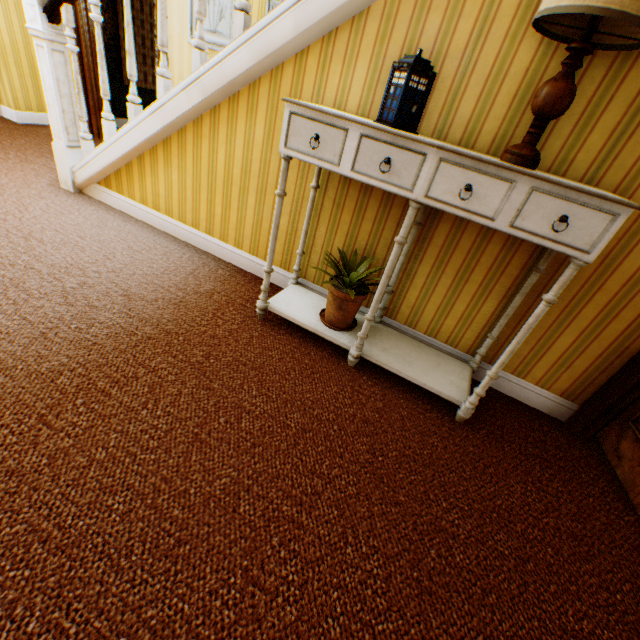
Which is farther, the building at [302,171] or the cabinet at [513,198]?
the building at [302,171]

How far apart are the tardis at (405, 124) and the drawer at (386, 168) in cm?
19

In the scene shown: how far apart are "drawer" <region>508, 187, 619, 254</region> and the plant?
0.75m

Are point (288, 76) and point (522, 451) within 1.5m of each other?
no

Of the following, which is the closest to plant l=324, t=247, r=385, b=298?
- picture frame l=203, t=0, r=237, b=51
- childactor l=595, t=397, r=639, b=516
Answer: childactor l=595, t=397, r=639, b=516

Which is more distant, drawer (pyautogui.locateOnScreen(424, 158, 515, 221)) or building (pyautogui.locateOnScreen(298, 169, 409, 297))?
building (pyautogui.locateOnScreen(298, 169, 409, 297))

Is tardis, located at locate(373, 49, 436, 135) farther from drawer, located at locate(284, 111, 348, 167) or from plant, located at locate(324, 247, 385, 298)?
plant, located at locate(324, 247, 385, 298)

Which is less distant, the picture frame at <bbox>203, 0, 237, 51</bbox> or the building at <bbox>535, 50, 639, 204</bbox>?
the building at <bbox>535, 50, 639, 204</bbox>
